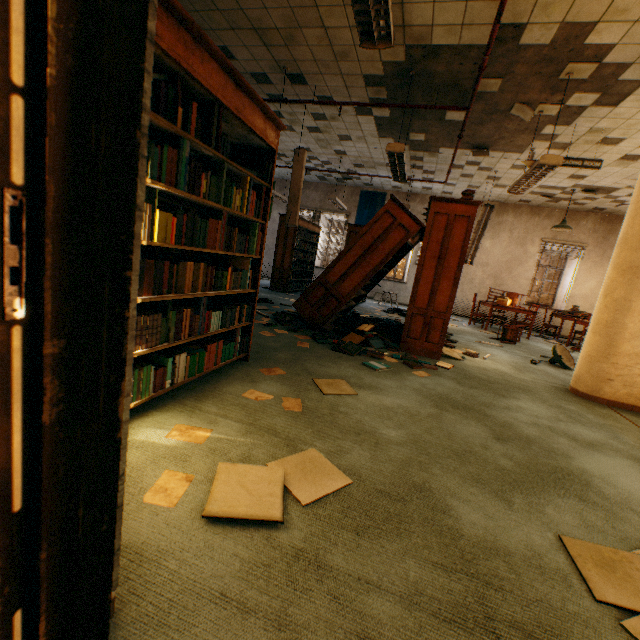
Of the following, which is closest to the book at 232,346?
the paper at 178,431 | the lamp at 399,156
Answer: the paper at 178,431

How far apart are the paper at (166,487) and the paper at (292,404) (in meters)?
0.91

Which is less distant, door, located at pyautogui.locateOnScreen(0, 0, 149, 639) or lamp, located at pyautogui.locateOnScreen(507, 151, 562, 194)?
door, located at pyautogui.locateOnScreen(0, 0, 149, 639)

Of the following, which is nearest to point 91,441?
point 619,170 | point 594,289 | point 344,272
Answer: point 344,272

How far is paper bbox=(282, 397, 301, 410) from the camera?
2.4m

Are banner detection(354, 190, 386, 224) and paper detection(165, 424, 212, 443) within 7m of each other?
no

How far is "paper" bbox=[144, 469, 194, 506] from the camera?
1.4 meters

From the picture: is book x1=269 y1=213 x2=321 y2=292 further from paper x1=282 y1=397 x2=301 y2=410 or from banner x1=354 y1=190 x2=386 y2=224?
paper x1=282 y1=397 x2=301 y2=410
